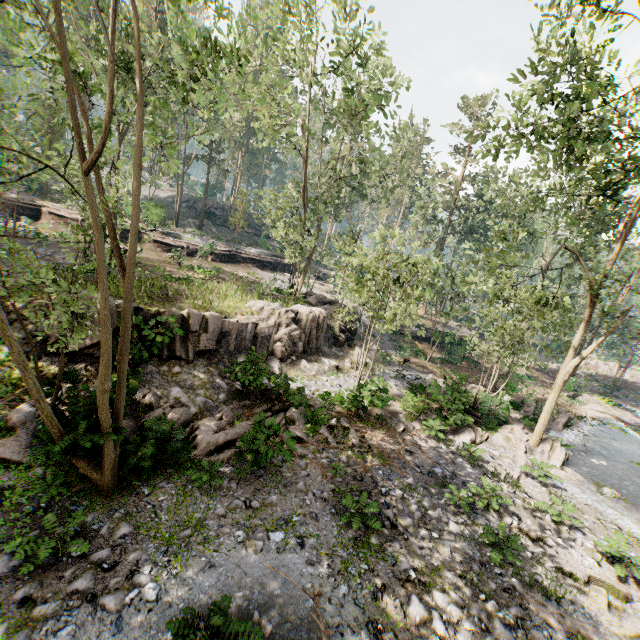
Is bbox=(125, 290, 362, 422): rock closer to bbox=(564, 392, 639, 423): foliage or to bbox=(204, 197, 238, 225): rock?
bbox=(564, 392, 639, 423): foliage

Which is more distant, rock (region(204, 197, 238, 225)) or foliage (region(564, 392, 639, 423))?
rock (region(204, 197, 238, 225))

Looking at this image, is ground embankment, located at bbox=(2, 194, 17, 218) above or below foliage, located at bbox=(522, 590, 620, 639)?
above

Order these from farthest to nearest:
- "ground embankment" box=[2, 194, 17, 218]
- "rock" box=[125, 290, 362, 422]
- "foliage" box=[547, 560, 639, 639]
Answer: "ground embankment" box=[2, 194, 17, 218]
"rock" box=[125, 290, 362, 422]
"foliage" box=[547, 560, 639, 639]

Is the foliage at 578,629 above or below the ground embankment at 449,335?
below

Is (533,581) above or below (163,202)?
below

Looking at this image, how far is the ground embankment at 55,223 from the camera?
28.84m

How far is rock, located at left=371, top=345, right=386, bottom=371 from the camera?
23.7 meters
